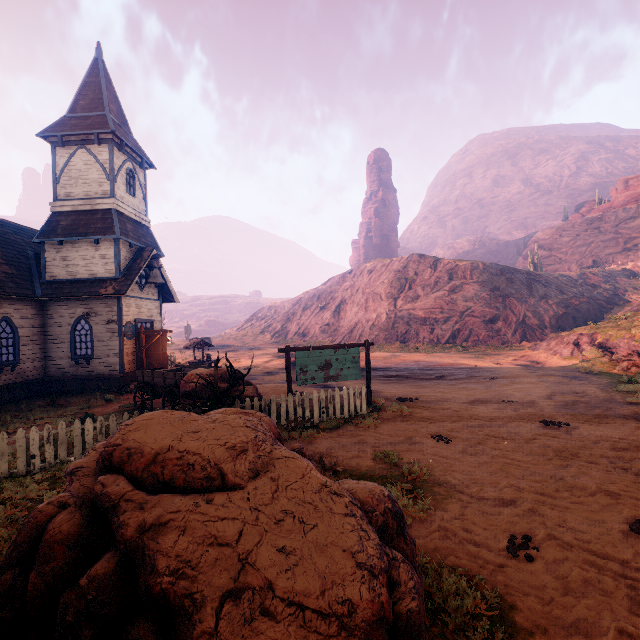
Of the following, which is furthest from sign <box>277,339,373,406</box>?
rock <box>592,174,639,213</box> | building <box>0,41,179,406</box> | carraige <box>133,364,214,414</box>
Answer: rock <box>592,174,639,213</box>

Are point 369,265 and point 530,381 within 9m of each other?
no

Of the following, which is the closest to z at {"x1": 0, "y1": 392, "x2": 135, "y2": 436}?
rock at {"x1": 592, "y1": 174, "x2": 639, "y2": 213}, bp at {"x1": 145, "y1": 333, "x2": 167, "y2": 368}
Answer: rock at {"x1": 592, "y1": 174, "x2": 639, "y2": 213}

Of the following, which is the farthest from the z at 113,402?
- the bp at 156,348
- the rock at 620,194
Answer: the bp at 156,348

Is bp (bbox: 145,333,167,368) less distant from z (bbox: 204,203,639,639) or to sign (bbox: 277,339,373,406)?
z (bbox: 204,203,639,639)

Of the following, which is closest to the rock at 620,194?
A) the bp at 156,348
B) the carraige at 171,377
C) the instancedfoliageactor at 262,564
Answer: the instancedfoliageactor at 262,564

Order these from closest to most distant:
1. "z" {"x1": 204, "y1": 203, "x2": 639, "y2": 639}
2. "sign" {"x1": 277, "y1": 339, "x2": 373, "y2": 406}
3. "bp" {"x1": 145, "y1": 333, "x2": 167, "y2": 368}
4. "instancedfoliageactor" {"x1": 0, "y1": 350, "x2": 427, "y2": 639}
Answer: "instancedfoliageactor" {"x1": 0, "y1": 350, "x2": 427, "y2": 639} < "z" {"x1": 204, "y1": 203, "x2": 639, "y2": 639} < "sign" {"x1": 277, "y1": 339, "x2": 373, "y2": 406} < "bp" {"x1": 145, "y1": 333, "x2": 167, "y2": 368}

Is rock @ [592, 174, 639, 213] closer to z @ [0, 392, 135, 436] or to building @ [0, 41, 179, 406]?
z @ [0, 392, 135, 436]
